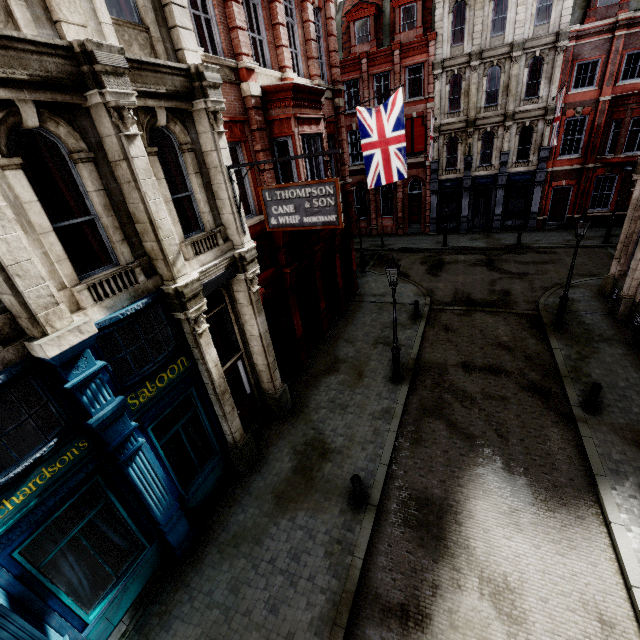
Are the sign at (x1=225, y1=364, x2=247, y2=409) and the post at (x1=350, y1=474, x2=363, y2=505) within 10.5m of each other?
yes

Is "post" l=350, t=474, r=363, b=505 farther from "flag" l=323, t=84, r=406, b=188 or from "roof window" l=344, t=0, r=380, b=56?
"roof window" l=344, t=0, r=380, b=56

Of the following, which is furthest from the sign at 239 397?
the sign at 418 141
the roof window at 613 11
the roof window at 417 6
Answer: the roof window at 613 11

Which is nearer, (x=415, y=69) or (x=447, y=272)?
(x=447, y=272)

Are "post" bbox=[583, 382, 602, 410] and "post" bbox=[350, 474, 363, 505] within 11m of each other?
Answer: yes

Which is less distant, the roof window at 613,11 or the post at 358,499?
the post at 358,499

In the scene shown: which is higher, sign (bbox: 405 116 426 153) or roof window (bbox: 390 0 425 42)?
roof window (bbox: 390 0 425 42)

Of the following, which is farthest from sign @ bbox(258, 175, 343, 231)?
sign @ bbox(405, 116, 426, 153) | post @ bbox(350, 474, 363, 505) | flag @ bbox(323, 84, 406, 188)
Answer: sign @ bbox(405, 116, 426, 153)
